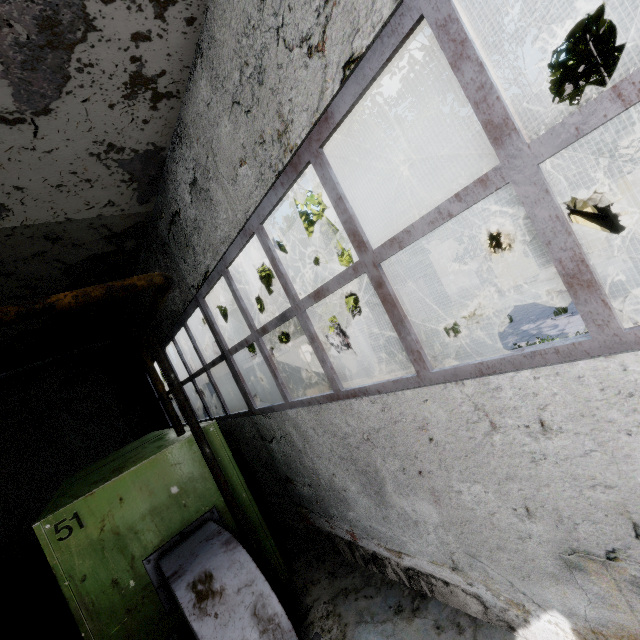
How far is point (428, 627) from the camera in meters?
3.5

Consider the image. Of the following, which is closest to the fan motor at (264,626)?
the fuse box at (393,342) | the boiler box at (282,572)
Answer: the boiler box at (282,572)

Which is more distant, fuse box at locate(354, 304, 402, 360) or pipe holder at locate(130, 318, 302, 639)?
fuse box at locate(354, 304, 402, 360)

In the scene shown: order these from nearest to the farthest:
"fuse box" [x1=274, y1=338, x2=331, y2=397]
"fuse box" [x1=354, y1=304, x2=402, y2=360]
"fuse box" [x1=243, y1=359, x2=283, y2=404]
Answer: "fuse box" [x1=243, y1=359, x2=283, y2=404] → "fuse box" [x1=274, y1=338, x2=331, y2=397] → "fuse box" [x1=354, y1=304, x2=402, y2=360]

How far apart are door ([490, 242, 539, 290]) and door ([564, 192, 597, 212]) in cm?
269

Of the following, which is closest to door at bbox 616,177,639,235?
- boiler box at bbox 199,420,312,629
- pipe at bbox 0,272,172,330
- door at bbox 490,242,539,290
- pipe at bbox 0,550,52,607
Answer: door at bbox 490,242,539,290

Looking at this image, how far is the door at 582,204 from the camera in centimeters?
1862cm
